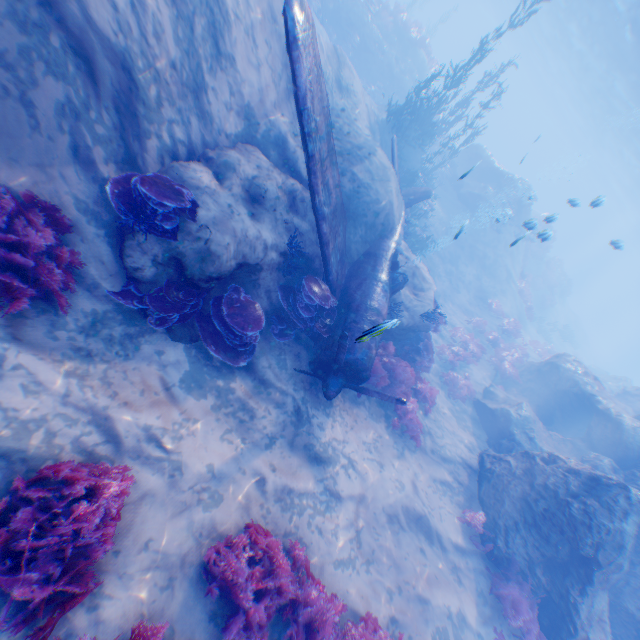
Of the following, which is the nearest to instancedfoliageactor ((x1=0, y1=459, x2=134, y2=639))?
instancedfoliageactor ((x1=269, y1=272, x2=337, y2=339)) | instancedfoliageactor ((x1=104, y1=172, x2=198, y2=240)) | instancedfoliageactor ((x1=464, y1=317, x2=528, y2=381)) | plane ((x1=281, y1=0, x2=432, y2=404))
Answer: plane ((x1=281, y1=0, x2=432, y2=404))

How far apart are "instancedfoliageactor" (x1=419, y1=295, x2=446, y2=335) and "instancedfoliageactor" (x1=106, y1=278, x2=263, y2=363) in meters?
→ 6.8 m

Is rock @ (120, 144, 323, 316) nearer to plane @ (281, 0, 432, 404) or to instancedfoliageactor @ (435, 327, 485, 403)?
plane @ (281, 0, 432, 404)

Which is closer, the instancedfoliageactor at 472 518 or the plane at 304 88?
the plane at 304 88

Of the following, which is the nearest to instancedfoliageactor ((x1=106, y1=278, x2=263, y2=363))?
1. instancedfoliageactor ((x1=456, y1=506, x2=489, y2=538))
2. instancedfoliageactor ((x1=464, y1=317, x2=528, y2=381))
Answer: instancedfoliageactor ((x1=456, y1=506, x2=489, y2=538))

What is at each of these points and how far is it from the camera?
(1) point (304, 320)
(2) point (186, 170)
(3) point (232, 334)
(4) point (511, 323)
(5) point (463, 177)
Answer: (1) instancedfoliageactor, 7.71m
(2) rock, 6.15m
(3) instancedfoliageactor, 6.25m
(4) instancedfoliageactor, 20.31m
(5) rock, 5.94m

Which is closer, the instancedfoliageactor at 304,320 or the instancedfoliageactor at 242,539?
the instancedfoliageactor at 242,539

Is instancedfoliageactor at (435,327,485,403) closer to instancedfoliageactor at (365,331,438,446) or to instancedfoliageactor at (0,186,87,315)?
instancedfoliageactor at (365,331,438,446)
